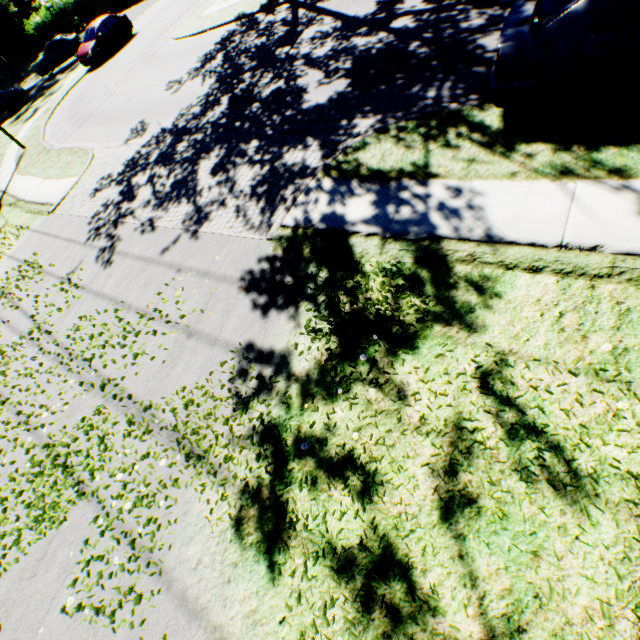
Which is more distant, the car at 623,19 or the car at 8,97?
the car at 8,97

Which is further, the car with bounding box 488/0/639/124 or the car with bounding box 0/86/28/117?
the car with bounding box 0/86/28/117

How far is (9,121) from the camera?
25.1m
